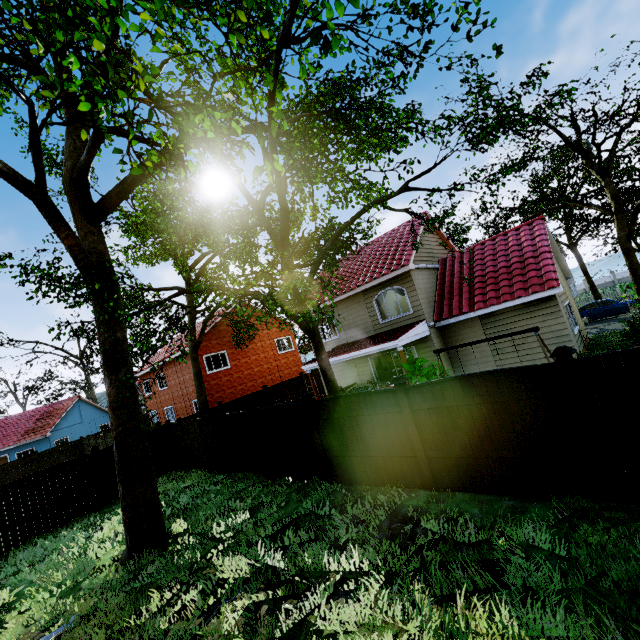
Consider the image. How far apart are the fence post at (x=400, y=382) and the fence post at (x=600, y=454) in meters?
2.7 m

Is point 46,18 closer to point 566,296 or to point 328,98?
point 328,98

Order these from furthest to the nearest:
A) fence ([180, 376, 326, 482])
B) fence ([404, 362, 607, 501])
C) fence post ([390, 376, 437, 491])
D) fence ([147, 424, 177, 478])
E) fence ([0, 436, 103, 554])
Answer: fence ([147, 424, 177, 478]) < fence ([0, 436, 103, 554]) < fence ([180, 376, 326, 482]) < fence post ([390, 376, 437, 491]) < fence ([404, 362, 607, 501])

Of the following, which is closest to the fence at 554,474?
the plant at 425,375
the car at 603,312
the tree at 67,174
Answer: the plant at 425,375

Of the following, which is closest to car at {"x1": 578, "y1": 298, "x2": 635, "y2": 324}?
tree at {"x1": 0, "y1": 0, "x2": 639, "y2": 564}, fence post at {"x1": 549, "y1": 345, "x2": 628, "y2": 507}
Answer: tree at {"x1": 0, "y1": 0, "x2": 639, "y2": 564}

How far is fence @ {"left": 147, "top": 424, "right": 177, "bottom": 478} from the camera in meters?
15.6 m
